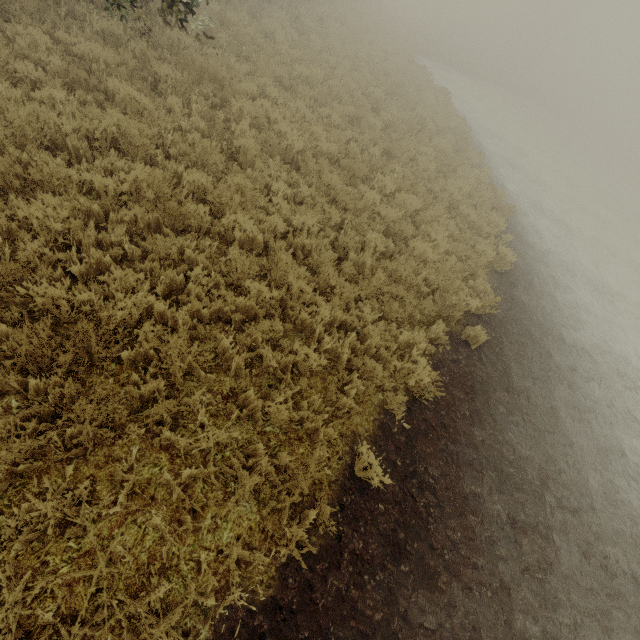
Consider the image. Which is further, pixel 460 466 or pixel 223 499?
pixel 460 466
